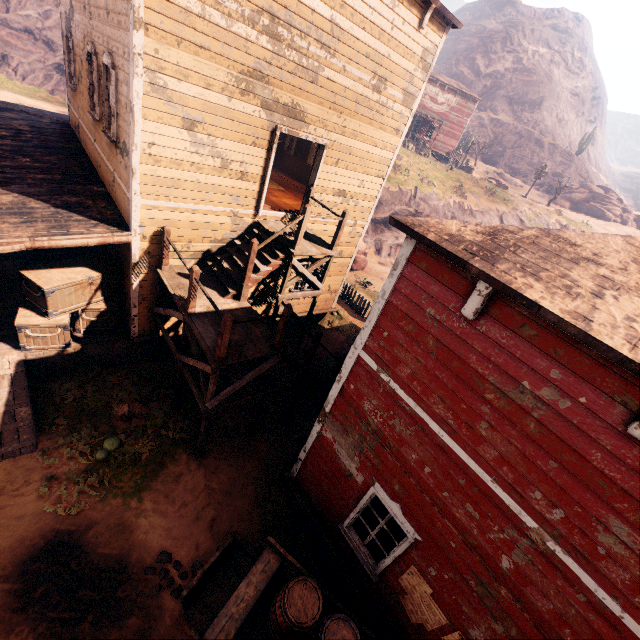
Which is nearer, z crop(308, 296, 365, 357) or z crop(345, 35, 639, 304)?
z crop(308, 296, 365, 357)

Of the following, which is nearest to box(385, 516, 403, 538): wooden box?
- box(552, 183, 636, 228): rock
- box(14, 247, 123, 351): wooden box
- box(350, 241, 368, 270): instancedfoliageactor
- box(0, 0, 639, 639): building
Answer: box(0, 0, 639, 639): building

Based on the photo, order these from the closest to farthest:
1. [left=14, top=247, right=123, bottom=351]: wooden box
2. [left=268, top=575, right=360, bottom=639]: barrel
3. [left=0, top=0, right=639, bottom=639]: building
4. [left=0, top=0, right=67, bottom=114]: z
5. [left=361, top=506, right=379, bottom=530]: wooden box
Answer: [left=0, top=0, right=639, bottom=639]: building
[left=268, top=575, right=360, bottom=639]: barrel
[left=361, top=506, right=379, bottom=530]: wooden box
[left=14, top=247, right=123, bottom=351]: wooden box
[left=0, top=0, right=67, bottom=114]: z

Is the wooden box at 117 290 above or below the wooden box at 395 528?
below

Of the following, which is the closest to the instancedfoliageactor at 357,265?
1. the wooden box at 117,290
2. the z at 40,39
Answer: the z at 40,39

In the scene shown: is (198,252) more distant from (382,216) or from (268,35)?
(382,216)

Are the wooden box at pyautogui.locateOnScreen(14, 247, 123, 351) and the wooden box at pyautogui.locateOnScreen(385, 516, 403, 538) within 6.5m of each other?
no
